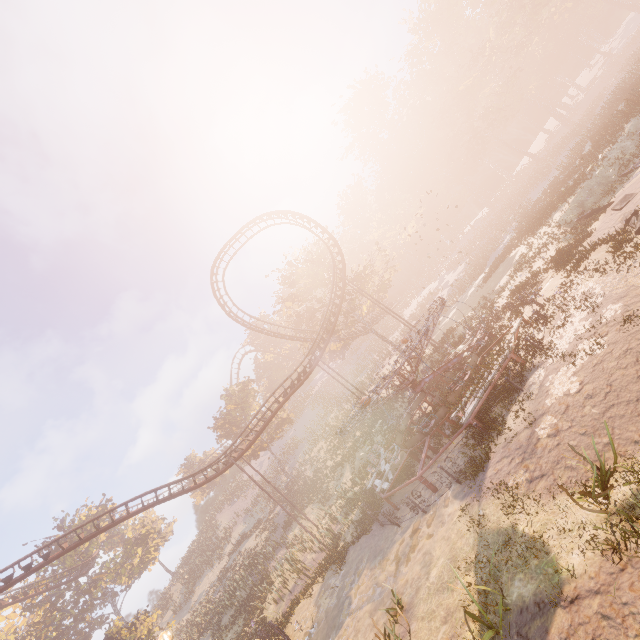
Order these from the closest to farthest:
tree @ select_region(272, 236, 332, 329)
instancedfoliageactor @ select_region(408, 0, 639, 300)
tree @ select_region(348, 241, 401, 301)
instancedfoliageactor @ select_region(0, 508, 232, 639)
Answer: instancedfoliageactor @ select_region(408, 0, 639, 300), instancedfoliageactor @ select_region(0, 508, 232, 639), tree @ select_region(348, 241, 401, 301), tree @ select_region(272, 236, 332, 329)

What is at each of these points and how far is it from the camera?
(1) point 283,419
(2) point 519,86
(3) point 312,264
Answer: (1) tree, 45.7 meters
(2) instancedfoliageactor, 56.8 meters
(3) tree, 39.6 meters

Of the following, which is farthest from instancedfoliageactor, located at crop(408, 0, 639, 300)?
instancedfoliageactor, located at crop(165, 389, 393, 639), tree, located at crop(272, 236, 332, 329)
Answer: instancedfoliageactor, located at crop(165, 389, 393, 639)

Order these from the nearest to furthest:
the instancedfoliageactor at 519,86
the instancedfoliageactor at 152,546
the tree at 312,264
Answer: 1. the instancedfoliageactor at 519,86
2. the instancedfoliageactor at 152,546
3. the tree at 312,264

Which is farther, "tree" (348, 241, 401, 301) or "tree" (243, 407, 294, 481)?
"tree" (243, 407, 294, 481)

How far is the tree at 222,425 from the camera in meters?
43.8

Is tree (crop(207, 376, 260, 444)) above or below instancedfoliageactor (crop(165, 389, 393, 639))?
above

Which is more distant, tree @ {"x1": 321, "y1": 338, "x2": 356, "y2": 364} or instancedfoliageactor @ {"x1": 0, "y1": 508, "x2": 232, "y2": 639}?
tree @ {"x1": 321, "y1": 338, "x2": 356, "y2": 364}
